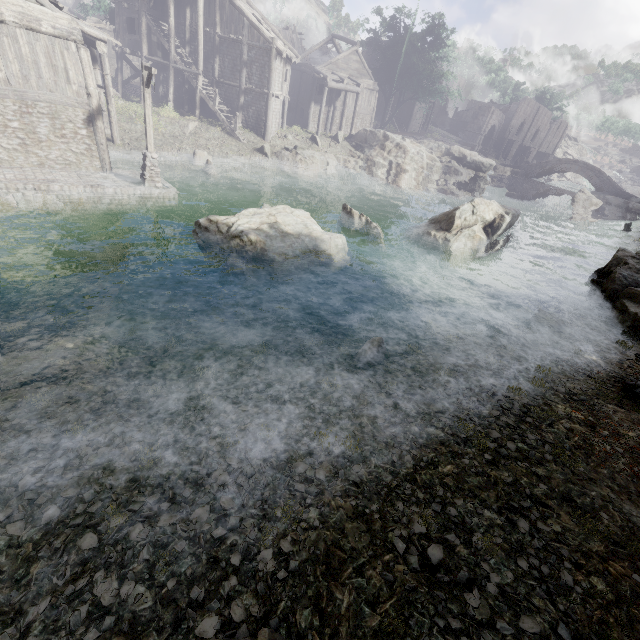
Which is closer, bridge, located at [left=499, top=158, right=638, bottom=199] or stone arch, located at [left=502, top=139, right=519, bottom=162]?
bridge, located at [left=499, top=158, right=638, bottom=199]

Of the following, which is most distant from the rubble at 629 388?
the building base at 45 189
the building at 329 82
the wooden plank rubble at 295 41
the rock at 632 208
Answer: the wooden plank rubble at 295 41

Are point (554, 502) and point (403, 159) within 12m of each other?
no

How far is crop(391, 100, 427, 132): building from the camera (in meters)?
48.84

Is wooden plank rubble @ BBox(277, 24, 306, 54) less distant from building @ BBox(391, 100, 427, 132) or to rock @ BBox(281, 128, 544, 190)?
building @ BBox(391, 100, 427, 132)

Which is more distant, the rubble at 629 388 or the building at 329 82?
the building at 329 82

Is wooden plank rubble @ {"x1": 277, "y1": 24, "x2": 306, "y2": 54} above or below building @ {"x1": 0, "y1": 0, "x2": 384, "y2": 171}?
above
